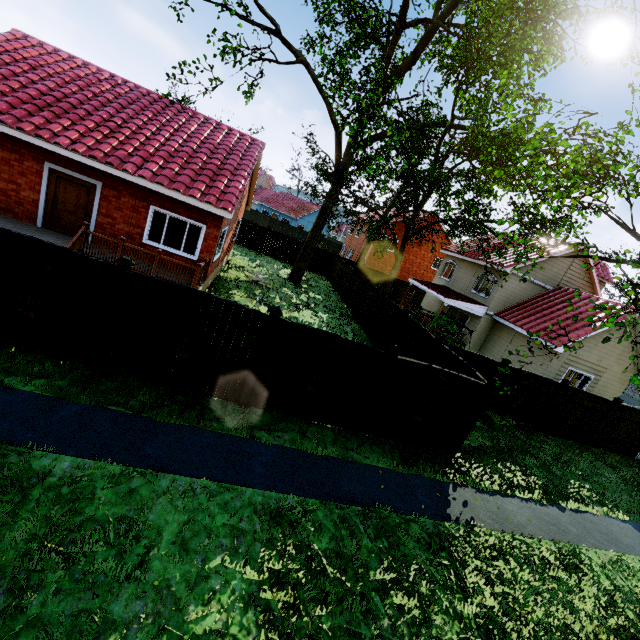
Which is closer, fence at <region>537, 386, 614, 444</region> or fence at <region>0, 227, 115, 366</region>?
fence at <region>0, 227, 115, 366</region>

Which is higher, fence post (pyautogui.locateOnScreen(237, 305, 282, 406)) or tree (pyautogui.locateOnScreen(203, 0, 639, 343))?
tree (pyautogui.locateOnScreen(203, 0, 639, 343))

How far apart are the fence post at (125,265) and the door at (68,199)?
7.0m

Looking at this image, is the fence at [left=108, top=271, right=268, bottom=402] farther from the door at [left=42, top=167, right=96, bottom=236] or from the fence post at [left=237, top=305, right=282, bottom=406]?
the door at [left=42, top=167, right=96, bottom=236]

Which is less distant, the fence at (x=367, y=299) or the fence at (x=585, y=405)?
the fence at (x=585, y=405)

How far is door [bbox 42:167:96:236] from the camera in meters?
11.0

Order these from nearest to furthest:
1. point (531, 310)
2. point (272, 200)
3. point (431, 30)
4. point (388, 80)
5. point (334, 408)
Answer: point (334, 408), point (388, 80), point (431, 30), point (531, 310), point (272, 200)
